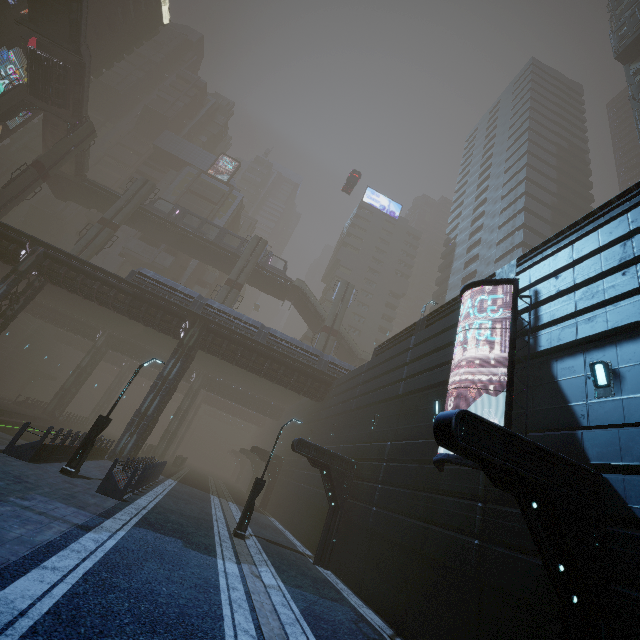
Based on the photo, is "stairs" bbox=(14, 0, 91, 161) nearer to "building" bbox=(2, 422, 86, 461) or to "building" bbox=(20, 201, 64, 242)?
"building" bbox=(2, 422, 86, 461)

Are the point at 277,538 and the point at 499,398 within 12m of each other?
no

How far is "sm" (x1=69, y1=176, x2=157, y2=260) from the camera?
36.97m

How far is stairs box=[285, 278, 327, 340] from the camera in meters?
45.9

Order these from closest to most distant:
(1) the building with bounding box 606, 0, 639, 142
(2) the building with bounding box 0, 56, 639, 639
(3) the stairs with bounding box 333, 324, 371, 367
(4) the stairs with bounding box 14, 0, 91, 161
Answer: (2) the building with bounding box 0, 56, 639, 639 → (1) the building with bounding box 606, 0, 639, 142 → (4) the stairs with bounding box 14, 0, 91, 161 → (3) the stairs with bounding box 333, 324, 371, 367

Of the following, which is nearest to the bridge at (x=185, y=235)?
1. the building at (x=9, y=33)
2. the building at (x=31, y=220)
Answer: the building at (x=9, y=33)

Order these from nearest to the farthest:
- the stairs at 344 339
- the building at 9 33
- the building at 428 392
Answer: the building at 428 392 → the building at 9 33 → the stairs at 344 339

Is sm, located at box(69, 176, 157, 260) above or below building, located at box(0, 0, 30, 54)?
below
